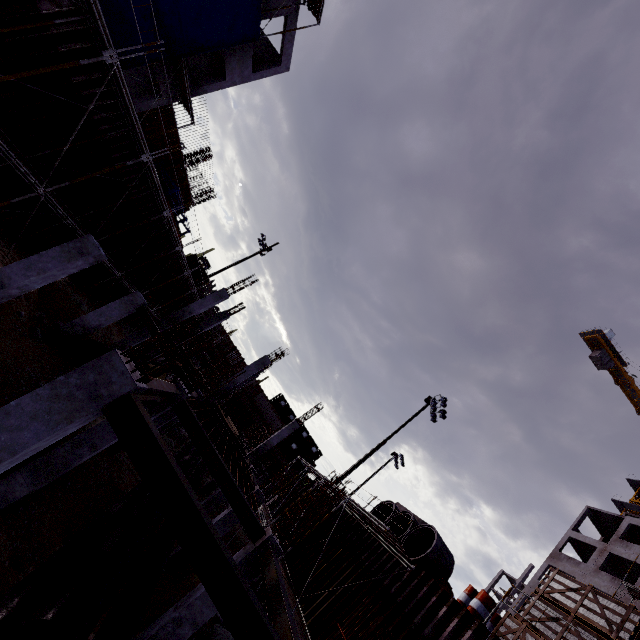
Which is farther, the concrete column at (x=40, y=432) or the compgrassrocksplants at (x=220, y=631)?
the compgrassrocksplants at (x=220, y=631)

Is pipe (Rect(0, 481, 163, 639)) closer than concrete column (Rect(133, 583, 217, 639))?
Yes

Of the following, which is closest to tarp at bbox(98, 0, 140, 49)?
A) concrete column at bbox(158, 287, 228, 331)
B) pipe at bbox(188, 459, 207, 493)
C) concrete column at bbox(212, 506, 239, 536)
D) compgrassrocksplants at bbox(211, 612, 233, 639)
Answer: concrete column at bbox(158, 287, 228, 331)

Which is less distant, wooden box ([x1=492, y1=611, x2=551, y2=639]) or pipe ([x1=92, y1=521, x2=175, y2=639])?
pipe ([x1=92, y1=521, x2=175, y2=639])

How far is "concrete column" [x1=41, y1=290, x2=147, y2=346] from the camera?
12.92m

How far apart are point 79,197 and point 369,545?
20.1 meters

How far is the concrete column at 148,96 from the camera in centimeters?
1784cm

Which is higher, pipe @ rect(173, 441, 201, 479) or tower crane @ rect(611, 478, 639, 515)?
tower crane @ rect(611, 478, 639, 515)
